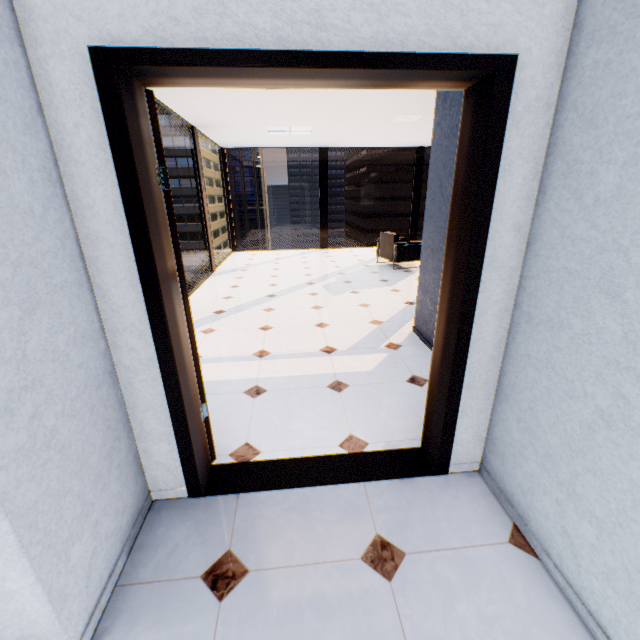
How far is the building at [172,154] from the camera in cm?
5756

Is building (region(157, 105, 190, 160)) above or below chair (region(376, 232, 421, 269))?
above

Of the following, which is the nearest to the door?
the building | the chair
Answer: the chair

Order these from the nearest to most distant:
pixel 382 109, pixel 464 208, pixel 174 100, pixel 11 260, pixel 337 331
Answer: pixel 11 260 < pixel 464 208 < pixel 337 331 < pixel 174 100 < pixel 382 109

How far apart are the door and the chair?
5.7 meters

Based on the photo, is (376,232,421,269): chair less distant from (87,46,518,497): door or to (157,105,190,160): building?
(87,46,518,497): door

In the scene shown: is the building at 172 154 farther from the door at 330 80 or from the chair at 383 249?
the door at 330 80
